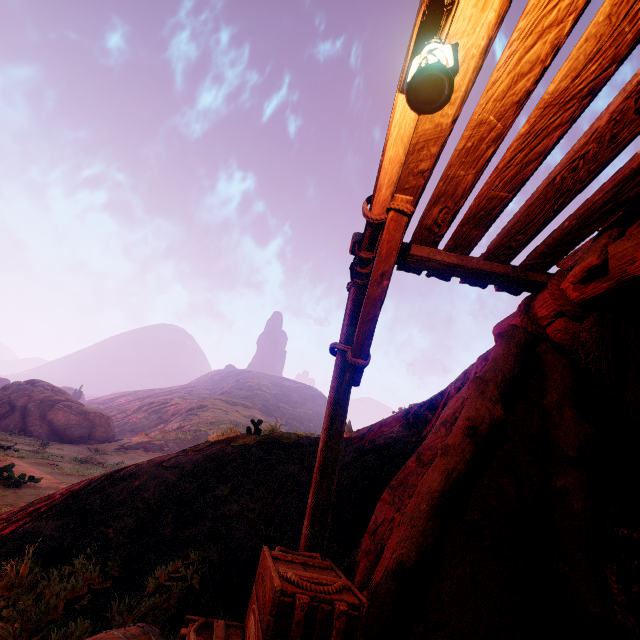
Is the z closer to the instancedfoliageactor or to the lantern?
the lantern

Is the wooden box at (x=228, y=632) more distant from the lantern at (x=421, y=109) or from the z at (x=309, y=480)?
the lantern at (x=421, y=109)

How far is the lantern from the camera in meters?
1.6

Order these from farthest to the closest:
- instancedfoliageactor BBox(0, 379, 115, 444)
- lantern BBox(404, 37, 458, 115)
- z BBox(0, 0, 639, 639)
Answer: instancedfoliageactor BBox(0, 379, 115, 444) < z BBox(0, 0, 639, 639) < lantern BBox(404, 37, 458, 115)

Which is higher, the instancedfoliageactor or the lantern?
the lantern

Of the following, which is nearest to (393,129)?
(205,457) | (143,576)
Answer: (143,576)

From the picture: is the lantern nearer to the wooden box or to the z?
the z

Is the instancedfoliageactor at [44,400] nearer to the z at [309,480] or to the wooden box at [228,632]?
the z at [309,480]
